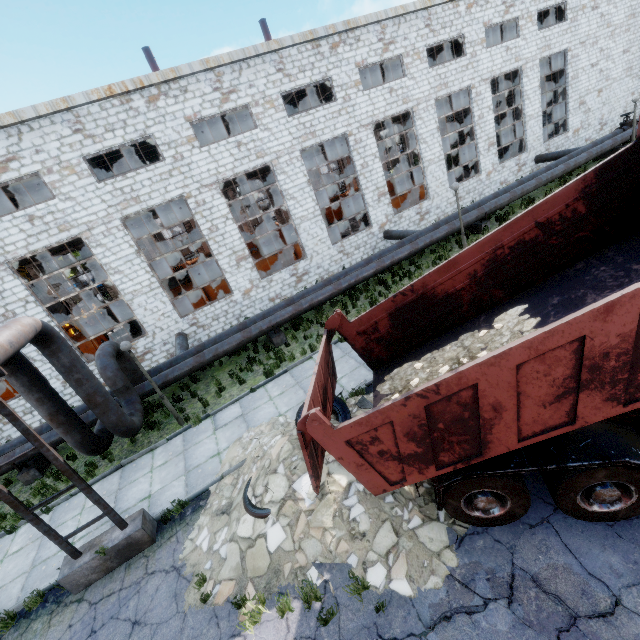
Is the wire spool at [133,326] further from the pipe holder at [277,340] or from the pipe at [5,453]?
the pipe holder at [277,340]

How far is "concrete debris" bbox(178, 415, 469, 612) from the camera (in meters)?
5.26

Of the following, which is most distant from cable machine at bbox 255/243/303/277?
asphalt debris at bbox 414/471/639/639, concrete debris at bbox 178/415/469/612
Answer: asphalt debris at bbox 414/471/639/639

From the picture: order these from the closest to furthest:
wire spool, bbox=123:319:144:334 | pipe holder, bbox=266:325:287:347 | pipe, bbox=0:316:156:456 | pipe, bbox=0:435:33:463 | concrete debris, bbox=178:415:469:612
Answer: concrete debris, bbox=178:415:469:612 < pipe, bbox=0:316:156:456 < pipe, bbox=0:435:33:463 < pipe holder, bbox=266:325:287:347 < wire spool, bbox=123:319:144:334

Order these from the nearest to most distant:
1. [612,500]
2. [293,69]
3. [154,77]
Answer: [612,500]
[154,77]
[293,69]

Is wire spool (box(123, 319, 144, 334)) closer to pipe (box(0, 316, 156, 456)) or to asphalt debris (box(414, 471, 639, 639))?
pipe (box(0, 316, 156, 456))

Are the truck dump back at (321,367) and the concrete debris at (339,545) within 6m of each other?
yes

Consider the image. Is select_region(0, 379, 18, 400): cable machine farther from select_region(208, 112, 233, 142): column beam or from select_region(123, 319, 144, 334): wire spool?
select_region(208, 112, 233, 142): column beam
